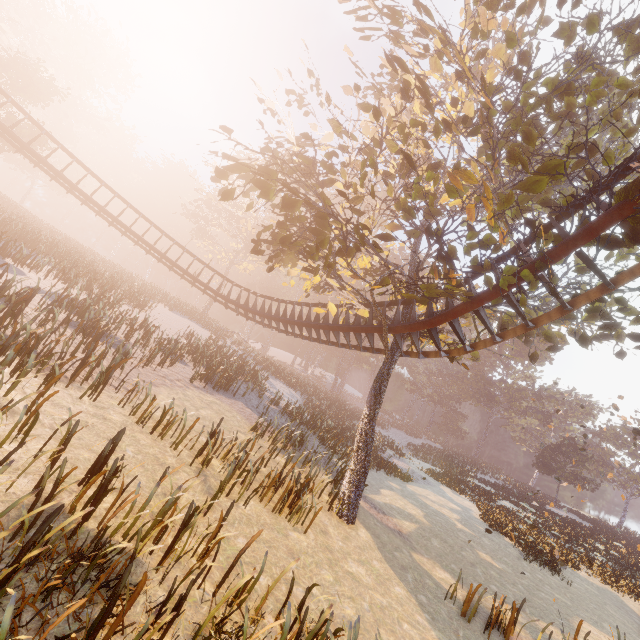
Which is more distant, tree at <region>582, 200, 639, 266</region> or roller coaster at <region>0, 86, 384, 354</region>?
roller coaster at <region>0, 86, 384, 354</region>

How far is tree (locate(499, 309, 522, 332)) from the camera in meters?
10.5

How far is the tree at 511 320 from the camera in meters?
10.5

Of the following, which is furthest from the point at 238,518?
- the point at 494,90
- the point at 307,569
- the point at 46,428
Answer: the point at 494,90

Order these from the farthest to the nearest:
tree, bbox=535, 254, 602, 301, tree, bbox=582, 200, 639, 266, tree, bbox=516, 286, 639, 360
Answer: tree, bbox=516, 286, 639, 360 < tree, bbox=535, 254, 602, 301 < tree, bbox=582, 200, 639, 266

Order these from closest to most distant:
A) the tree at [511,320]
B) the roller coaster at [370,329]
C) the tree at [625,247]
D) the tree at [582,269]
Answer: the tree at [625,247], the tree at [582,269], the tree at [511,320], the roller coaster at [370,329]

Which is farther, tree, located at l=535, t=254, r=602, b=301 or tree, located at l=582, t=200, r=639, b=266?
tree, located at l=535, t=254, r=602, b=301
